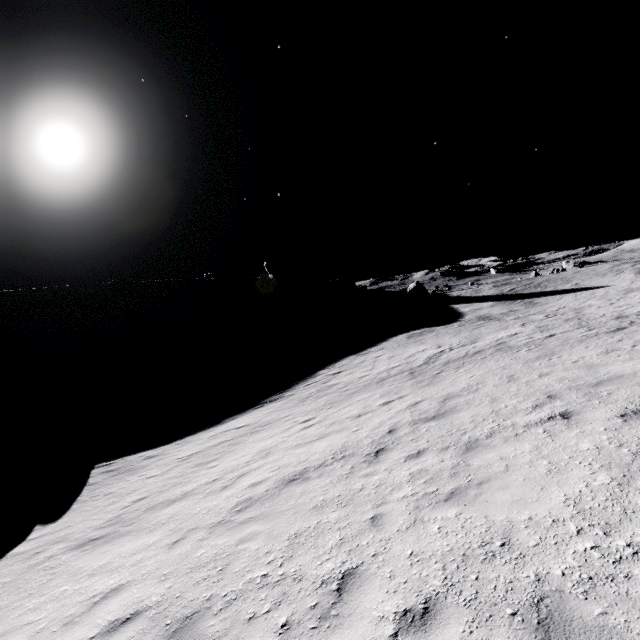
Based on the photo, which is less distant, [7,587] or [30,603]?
[30,603]

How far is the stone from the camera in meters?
56.3

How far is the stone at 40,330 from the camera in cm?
5631
